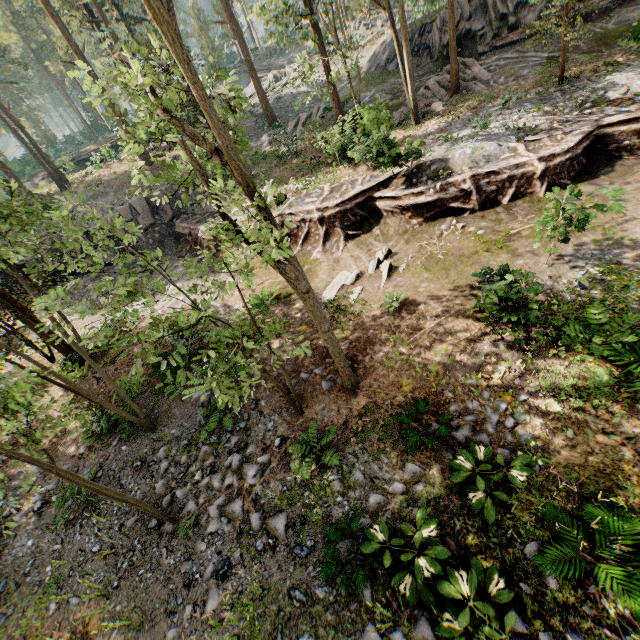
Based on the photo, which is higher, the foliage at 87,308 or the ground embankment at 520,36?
the foliage at 87,308

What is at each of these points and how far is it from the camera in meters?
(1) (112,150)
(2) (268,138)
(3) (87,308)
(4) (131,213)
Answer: (1) ground embankment, 43.7 m
(2) foliage, 23.5 m
(3) foliage, 4.5 m
(4) rock, 24.6 m

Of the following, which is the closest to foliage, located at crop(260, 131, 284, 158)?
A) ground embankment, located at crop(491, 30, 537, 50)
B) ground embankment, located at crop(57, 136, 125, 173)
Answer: ground embankment, located at crop(491, 30, 537, 50)

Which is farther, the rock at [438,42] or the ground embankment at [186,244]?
the rock at [438,42]

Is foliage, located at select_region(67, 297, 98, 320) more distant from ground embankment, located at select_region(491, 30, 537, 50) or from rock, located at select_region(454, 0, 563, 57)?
ground embankment, located at select_region(491, 30, 537, 50)

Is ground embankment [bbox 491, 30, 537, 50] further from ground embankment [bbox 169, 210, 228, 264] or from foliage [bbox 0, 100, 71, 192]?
ground embankment [bbox 169, 210, 228, 264]

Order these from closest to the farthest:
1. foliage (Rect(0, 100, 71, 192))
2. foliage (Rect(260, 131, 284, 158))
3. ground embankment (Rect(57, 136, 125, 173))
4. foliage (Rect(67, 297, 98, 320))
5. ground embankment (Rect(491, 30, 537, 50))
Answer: foliage (Rect(67, 297, 98, 320)) → ground embankment (Rect(491, 30, 537, 50)) → foliage (Rect(260, 131, 284, 158)) → foliage (Rect(0, 100, 71, 192)) → ground embankment (Rect(57, 136, 125, 173))

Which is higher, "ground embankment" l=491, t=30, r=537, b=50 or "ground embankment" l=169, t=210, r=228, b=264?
"ground embankment" l=491, t=30, r=537, b=50
